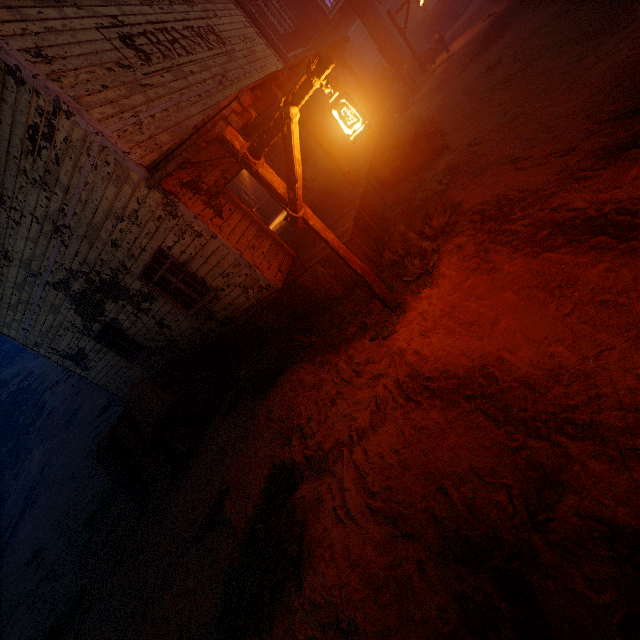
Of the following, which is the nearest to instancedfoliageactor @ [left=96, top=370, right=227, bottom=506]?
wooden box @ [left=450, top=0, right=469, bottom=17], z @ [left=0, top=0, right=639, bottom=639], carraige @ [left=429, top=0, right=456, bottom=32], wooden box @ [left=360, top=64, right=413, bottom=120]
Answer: z @ [left=0, top=0, right=639, bottom=639]

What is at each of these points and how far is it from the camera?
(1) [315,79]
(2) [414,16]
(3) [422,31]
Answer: (1) light pole, 2.8 meters
(2) building, 25.6 meters
(3) carraige, 22.3 meters

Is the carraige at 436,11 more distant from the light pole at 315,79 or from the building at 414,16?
the light pole at 315,79

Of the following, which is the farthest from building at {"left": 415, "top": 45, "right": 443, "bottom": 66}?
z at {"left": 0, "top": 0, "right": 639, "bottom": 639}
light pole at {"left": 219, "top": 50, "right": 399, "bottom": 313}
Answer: light pole at {"left": 219, "top": 50, "right": 399, "bottom": 313}

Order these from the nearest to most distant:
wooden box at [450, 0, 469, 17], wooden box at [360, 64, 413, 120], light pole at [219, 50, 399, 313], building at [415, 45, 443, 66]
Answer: light pole at [219, 50, 399, 313], wooden box at [360, 64, 413, 120], building at [415, 45, 443, 66], wooden box at [450, 0, 469, 17]

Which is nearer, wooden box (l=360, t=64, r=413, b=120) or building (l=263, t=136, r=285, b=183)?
building (l=263, t=136, r=285, b=183)

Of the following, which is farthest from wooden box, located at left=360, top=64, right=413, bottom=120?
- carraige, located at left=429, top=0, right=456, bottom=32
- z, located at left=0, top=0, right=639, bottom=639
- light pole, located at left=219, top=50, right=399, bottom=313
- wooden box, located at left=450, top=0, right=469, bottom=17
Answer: light pole, located at left=219, top=50, right=399, bottom=313

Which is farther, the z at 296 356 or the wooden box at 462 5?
the wooden box at 462 5
